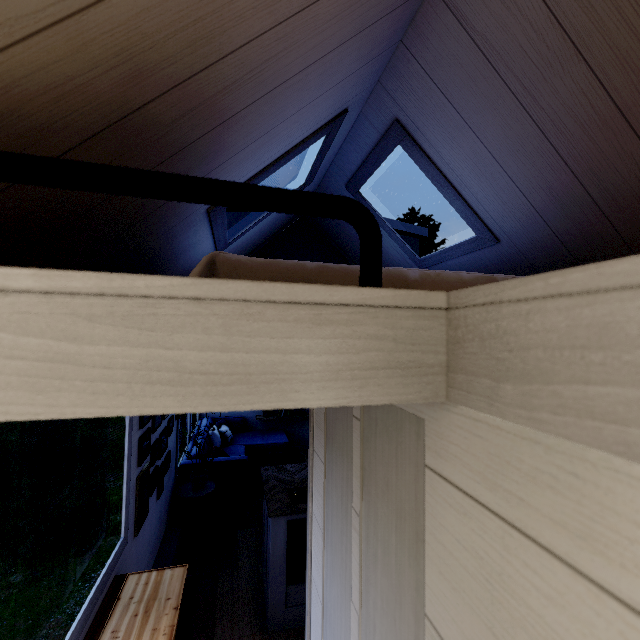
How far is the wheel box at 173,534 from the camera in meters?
3.1

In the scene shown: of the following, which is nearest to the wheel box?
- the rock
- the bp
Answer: the bp

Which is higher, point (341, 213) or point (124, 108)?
point (124, 108)

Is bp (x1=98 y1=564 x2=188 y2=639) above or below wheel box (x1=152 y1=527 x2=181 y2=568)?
above

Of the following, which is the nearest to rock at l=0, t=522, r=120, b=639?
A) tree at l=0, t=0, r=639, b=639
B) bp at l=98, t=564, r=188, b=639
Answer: tree at l=0, t=0, r=639, b=639

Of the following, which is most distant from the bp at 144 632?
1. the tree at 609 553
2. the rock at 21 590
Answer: the rock at 21 590

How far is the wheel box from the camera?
3.1m

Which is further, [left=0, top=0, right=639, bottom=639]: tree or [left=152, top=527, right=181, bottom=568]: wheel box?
[left=152, top=527, right=181, bottom=568]: wheel box
